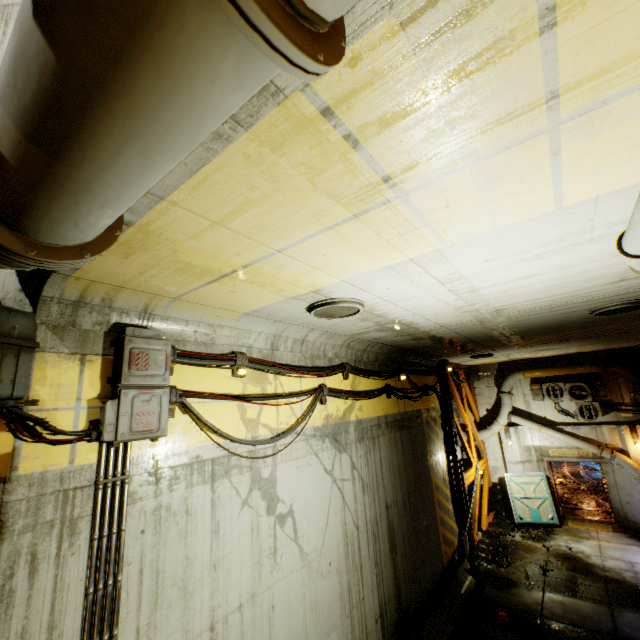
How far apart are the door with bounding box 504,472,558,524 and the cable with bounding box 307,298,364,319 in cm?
1450

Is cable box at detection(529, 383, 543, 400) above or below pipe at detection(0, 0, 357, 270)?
below

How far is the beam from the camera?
12.1m

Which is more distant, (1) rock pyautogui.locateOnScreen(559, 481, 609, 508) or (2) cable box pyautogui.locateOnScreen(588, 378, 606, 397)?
(1) rock pyautogui.locateOnScreen(559, 481, 609, 508)

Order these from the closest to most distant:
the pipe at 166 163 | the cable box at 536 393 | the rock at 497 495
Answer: the pipe at 166 163, the rock at 497 495, the cable box at 536 393

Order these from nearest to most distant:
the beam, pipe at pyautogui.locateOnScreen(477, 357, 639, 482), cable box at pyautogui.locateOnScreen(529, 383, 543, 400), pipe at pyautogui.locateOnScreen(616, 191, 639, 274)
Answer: pipe at pyautogui.locateOnScreen(616, 191, 639, 274) < the beam < pipe at pyautogui.locateOnScreen(477, 357, 639, 482) < cable box at pyautogui.locateOnScreen(529, 383, 543, 400)

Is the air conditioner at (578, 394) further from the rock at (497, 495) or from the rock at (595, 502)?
the rock at (497, 495)

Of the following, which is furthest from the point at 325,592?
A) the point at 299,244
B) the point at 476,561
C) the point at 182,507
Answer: the point at 476,561
